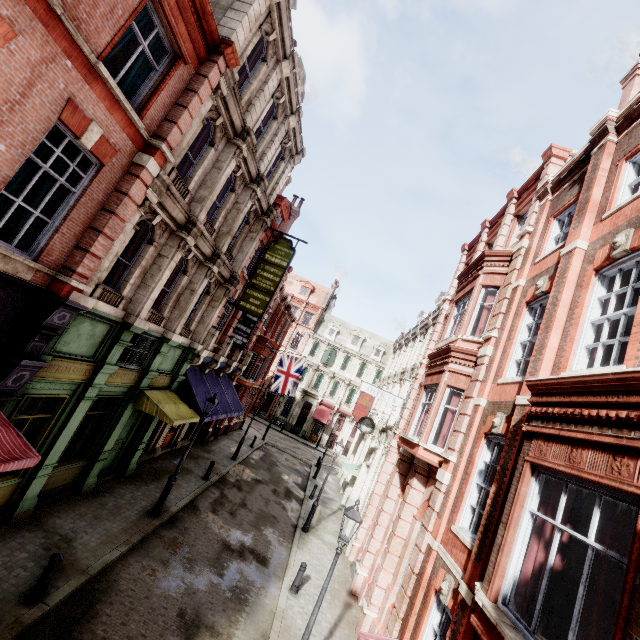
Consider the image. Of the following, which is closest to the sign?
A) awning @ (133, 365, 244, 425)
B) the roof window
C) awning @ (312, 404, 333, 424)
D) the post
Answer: awning @ (133, 365, 244, 425)

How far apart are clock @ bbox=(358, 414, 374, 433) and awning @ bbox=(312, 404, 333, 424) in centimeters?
2375cm

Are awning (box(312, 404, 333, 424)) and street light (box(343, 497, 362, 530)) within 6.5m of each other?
no

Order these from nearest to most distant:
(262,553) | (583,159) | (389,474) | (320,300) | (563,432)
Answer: (563,432), (583,159), (262,553), (389,474), (320,300)

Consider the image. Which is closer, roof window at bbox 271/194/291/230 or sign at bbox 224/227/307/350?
sign at bbox 224/227/307/350

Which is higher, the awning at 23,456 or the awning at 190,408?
the awning at 190,408

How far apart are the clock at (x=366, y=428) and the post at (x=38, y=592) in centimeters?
1462cm

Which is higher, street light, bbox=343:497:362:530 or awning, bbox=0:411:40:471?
street light, bbox=343:497:362:530
